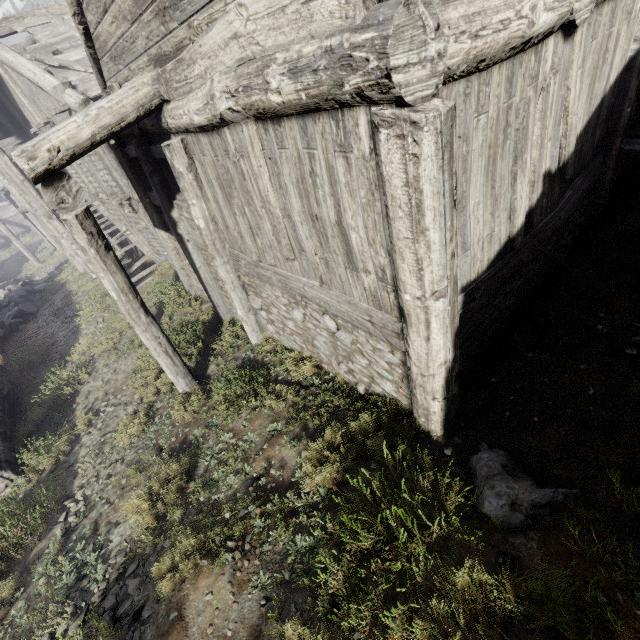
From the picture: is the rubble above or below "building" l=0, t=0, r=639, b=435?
below

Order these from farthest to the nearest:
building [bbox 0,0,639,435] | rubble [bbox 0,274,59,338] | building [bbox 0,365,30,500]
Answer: rubble [bbox 0,274,59,338] < building [bbox 0,365,30,500] < building [bbox 0,0,639,435]

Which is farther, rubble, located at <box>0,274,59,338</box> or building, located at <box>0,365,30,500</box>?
rubble, located at <box>0,274,59,338</box>

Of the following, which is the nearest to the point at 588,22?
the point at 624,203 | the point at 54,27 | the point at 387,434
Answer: the point at 624,203

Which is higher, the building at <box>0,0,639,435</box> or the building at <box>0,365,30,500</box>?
the building at <box>0,0,639,435</box>

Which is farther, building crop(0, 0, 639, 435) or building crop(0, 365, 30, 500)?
building crop(0, 365, 30, 500)

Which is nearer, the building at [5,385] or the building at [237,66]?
the building at [237,66]

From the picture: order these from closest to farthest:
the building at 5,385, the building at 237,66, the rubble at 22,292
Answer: the building at 237,66
the building at 5,385
the rubble at 22,292
